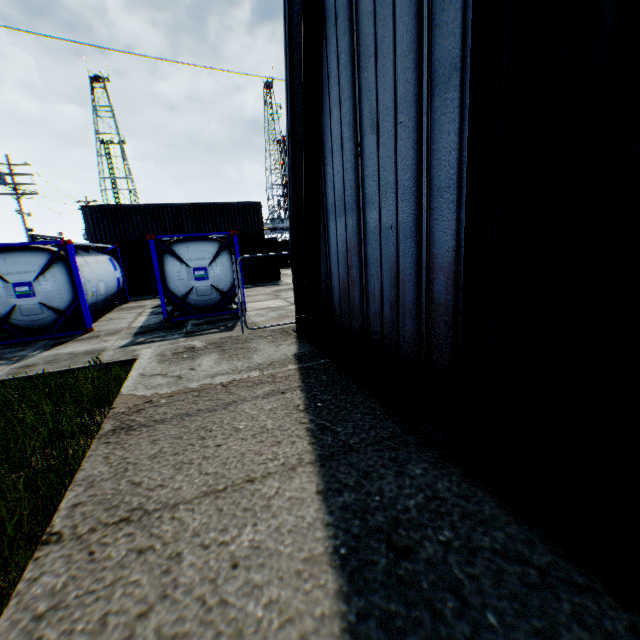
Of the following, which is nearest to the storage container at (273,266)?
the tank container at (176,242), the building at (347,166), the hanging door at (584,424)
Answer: the tank container at (176,242)

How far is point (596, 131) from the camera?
2.2 meters

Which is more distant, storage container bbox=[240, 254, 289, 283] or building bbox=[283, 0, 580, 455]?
storage container bbox=[240, 254, 289, 283]

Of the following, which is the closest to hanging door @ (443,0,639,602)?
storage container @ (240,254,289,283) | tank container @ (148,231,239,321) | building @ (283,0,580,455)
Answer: building @ (283,0,580,455)

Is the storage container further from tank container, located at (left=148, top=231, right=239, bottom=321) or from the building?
the building

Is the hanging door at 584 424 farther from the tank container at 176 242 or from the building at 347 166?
the tank container at 176 242

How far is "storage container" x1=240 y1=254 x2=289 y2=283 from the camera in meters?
22.1

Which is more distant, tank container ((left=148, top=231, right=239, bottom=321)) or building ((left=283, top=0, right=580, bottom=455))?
tank container ((left=148, top=231, right=239, bottom=321))
